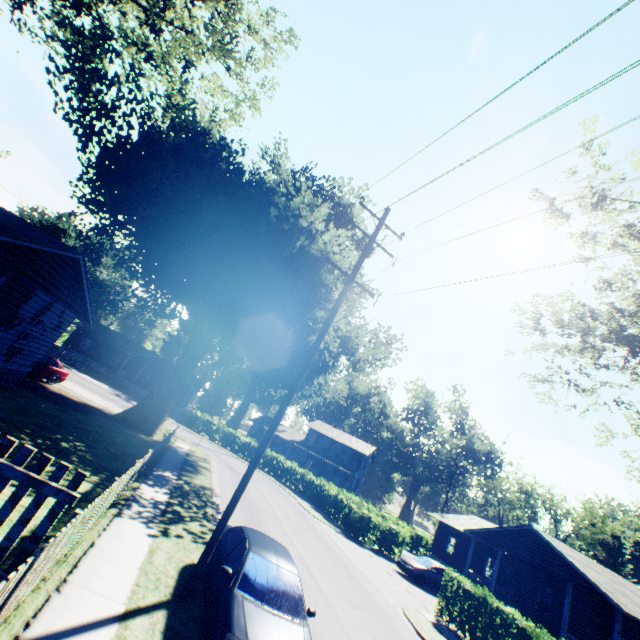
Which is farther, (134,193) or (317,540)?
(317,540)

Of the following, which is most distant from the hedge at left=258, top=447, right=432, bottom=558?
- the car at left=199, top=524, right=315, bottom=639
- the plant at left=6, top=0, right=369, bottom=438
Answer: the car at left=199, top=524, right=315, bottom=639

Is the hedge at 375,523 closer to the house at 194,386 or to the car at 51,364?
the house at 194,386

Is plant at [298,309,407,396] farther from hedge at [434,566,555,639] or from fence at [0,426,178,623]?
hedge at [434,566,555,639]

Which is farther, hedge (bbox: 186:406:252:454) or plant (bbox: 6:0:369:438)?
hedge (bbox: 186:406:252:454)

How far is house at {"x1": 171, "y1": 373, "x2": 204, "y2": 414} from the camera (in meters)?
47.91

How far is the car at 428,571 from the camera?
21.3m

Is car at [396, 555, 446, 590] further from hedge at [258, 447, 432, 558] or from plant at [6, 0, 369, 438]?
plant at [6, 0, 369, 438]
